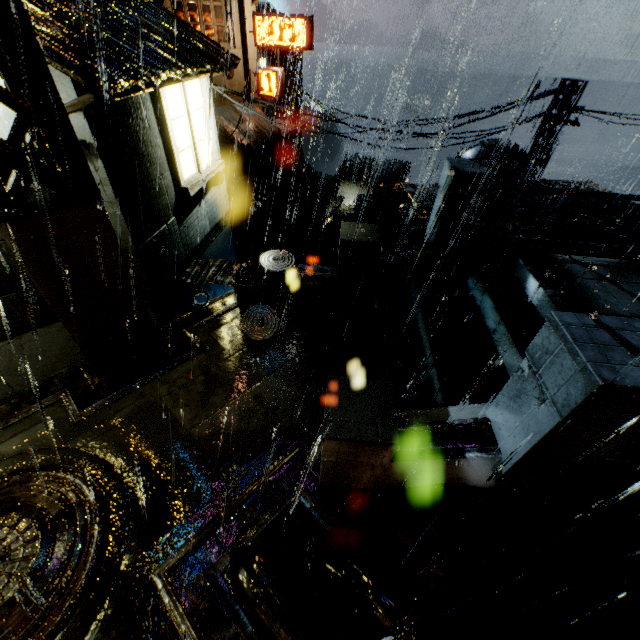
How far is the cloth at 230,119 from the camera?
20.1 meters

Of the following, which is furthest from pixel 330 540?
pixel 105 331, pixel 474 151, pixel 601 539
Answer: pixel 474 151

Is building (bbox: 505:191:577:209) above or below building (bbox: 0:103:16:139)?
below

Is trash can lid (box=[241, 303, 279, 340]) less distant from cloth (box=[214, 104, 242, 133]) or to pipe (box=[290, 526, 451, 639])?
pipe (box=[290, 526, 451, 639])

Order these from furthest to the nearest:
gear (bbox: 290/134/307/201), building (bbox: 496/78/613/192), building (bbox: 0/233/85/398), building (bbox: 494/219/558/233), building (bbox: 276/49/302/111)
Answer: gear (bbox: 290/134/307/201) → building (bbox: 276/49/302/111) → building (bbox: 496/78/613/192) → building (bbox: 494/219/558/233) → building (bbox: 0/233/85/398)

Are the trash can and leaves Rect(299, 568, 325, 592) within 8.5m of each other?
yes

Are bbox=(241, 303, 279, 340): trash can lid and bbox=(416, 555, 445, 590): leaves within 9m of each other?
yes

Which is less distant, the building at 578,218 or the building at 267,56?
the building at 578,218
